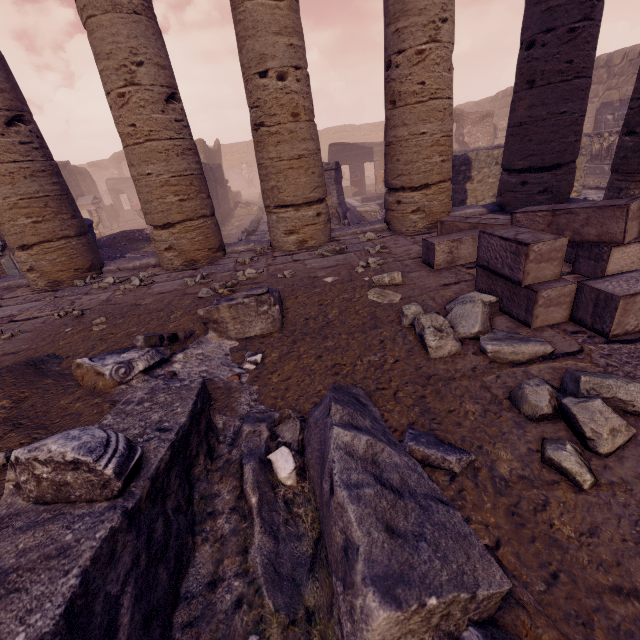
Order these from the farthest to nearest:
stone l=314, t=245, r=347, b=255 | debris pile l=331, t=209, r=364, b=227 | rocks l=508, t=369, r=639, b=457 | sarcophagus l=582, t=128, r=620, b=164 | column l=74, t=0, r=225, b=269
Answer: sarcophagus l=582, t=128, r=620, b=164
debris pile l=331, t=209, r=364, b=227
stone l=314, t=245, r=347, b=255
column l=74, t=0, r=225, b=269
rocks l=508, t=369, r=639, b=457

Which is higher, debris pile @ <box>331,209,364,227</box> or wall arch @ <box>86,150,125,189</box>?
wall arch @ <box>86,150,125,189</box>

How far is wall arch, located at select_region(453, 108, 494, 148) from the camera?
18.7m

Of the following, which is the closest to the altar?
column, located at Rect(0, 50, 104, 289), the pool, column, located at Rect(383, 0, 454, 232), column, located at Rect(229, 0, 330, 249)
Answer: the pool

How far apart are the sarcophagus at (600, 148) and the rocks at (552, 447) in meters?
15.8 m

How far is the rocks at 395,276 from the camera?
3.36m

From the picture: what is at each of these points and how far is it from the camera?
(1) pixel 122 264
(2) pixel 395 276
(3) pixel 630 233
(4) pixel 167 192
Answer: (1) building base, 5.6m
(2) rocks, 3.4m
(3) stone blocks, 2.5m
(4) column, 4.7m

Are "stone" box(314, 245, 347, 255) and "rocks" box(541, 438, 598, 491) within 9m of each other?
yes
